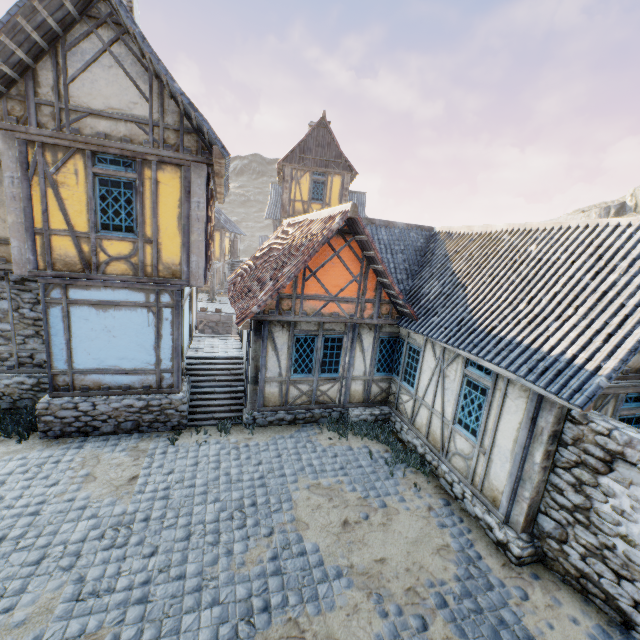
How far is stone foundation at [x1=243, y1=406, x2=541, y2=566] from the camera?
5.9 meters

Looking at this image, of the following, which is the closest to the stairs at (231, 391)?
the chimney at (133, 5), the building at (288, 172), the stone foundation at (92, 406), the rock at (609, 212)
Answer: the stone foundation at (92, 406)

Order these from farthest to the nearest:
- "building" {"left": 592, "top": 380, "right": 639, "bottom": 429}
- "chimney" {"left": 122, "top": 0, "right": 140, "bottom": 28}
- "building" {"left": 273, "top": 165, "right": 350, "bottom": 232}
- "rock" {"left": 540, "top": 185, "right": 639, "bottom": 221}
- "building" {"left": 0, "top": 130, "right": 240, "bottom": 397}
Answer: "rock" {"left": 540, "top": 185, "right": 639, "bottom": 221} < "building" {"left": 273, "top": 165, "right": 350, "bottom": 232} < "chimney" {"left": 122, "top": 0, "right": 140, "bottom": 28} < "building" {"left": 0, "top": 130, "right": 240, "bottom": 397} < "building" {"left": 592, "top": 380, "right": 639, "bottom": 429}

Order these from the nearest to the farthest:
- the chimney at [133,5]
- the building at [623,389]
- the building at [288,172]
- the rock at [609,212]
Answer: the building at [623,389], the chimney at [133,5], the building at [288,172], the rock at [609,212]

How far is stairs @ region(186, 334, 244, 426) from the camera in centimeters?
943cm

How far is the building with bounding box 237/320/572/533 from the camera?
6.0 meters

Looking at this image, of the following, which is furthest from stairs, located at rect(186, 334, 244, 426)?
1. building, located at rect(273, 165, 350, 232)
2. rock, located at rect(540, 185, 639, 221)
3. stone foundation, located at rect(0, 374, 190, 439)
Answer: rock, located at rect(540, 185, 639, 221)

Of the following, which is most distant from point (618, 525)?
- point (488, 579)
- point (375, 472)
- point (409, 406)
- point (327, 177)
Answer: point (327, 177)
